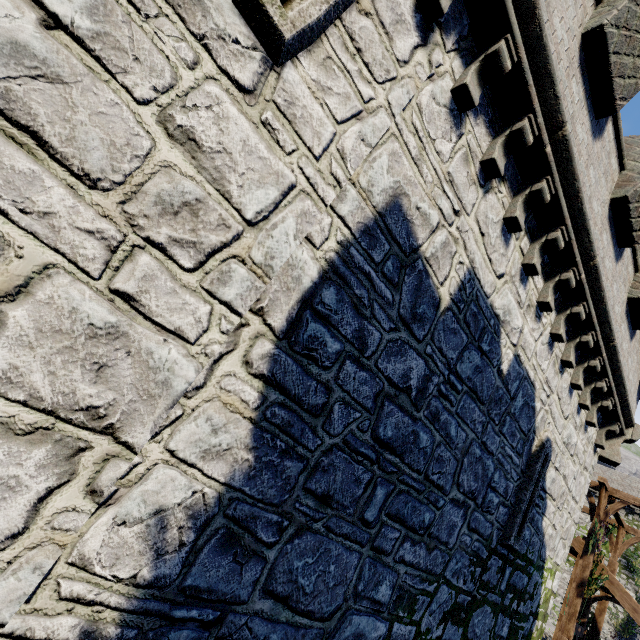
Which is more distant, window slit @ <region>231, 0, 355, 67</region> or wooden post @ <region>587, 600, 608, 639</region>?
wooden post @ <region>587, 600, 608, 639</region>

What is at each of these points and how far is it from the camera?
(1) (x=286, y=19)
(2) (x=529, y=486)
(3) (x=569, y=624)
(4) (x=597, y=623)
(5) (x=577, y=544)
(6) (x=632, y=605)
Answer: (1) window slit, 2.4m
(2) window slit, 6.4m
(3) wooden post, 11.8m
(4) wooden post, 15.0m
(5) stairs, 13.8m
(6) stairs, 12.0m

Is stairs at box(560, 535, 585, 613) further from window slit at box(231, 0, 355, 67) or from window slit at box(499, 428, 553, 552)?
window slit at box(231, 0, 355, 67)

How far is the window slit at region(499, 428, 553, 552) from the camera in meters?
6.1

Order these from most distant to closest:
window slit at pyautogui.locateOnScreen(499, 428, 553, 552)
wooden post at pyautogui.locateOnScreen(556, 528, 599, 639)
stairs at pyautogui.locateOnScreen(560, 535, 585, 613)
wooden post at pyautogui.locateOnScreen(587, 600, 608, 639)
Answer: wooden post at pyautogui.locateOnScreen(587, 600, 608, 639), stairs at pyautogui.locateOnScreen(560, 535, 585, 613), wooden post at pyautogui.locateOnScreen(556, 528, 599, 639), window slit at pyautogui.locateOnScreen(499, 428, 553, 552)

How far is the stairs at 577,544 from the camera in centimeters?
1306cm

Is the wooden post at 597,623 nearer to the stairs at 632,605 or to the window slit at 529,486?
the stairs at 632,605

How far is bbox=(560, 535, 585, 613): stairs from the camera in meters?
13.1
